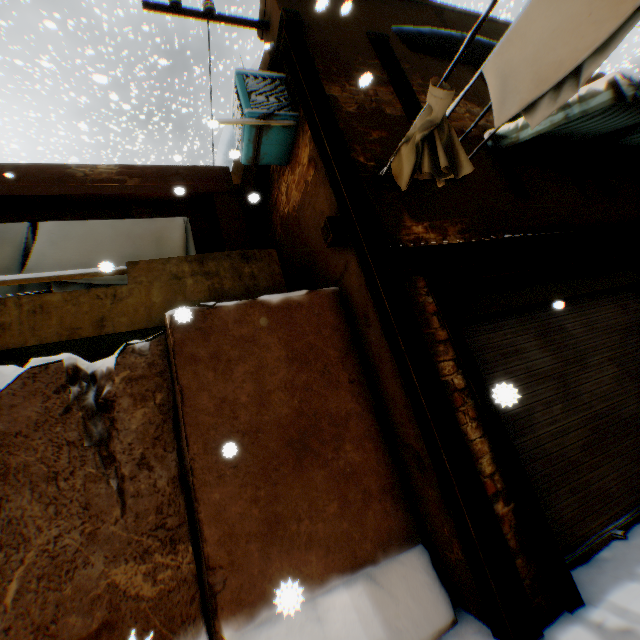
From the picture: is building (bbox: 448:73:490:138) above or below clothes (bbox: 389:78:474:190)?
above

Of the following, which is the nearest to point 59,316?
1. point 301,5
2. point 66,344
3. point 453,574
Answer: point 66,344

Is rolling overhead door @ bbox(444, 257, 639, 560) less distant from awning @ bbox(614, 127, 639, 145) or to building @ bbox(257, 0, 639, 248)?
building @ bbox(257, 0, 639, 248)

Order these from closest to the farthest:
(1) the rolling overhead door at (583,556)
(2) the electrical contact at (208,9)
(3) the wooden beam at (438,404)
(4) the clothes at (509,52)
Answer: (4) the clothes at (509,52) → (3) the wooden beam at (438,404) → (1) the rolling overhead door at (583,556) → (2) the electrical contact at (208,9)

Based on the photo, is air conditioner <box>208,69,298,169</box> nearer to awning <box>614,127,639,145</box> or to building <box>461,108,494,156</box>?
building <box>461,108,494,156</box>

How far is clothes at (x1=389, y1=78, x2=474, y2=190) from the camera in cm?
269

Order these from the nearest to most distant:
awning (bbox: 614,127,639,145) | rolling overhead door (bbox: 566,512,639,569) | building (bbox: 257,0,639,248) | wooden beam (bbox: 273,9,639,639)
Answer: wooden beam (bbox: 273,9,639,639)
rolling overhead door (bbox: 566,512,639,569)
building (bbox: 257,0,639,248)
awning (bbox: 614,127,639,145)

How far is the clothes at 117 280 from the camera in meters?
4.4 m
